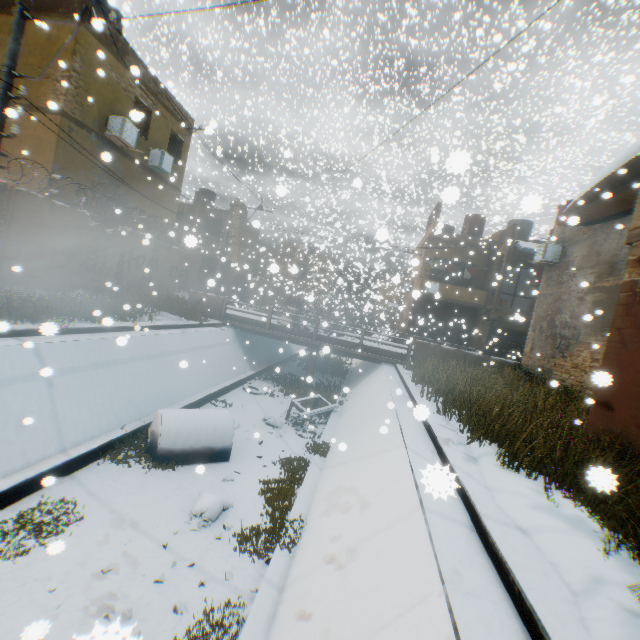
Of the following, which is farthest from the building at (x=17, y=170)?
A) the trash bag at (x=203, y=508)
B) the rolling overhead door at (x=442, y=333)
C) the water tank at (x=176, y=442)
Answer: the trash bag at (x=203, y=508)

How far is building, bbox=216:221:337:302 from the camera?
25.9 meters

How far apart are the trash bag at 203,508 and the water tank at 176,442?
1.23m

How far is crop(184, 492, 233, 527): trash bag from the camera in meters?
6.1 m

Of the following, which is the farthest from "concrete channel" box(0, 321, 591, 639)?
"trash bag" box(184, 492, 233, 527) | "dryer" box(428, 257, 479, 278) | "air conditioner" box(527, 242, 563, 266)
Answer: "dryer" box(428, 257, 479, 278)

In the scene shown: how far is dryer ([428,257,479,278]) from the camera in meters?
23.9

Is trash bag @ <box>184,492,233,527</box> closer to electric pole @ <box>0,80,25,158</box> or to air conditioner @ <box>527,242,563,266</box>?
electric pole @ <box>0,80,25,158</box>

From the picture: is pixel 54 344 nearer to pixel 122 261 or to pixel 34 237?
pixel 34 237
